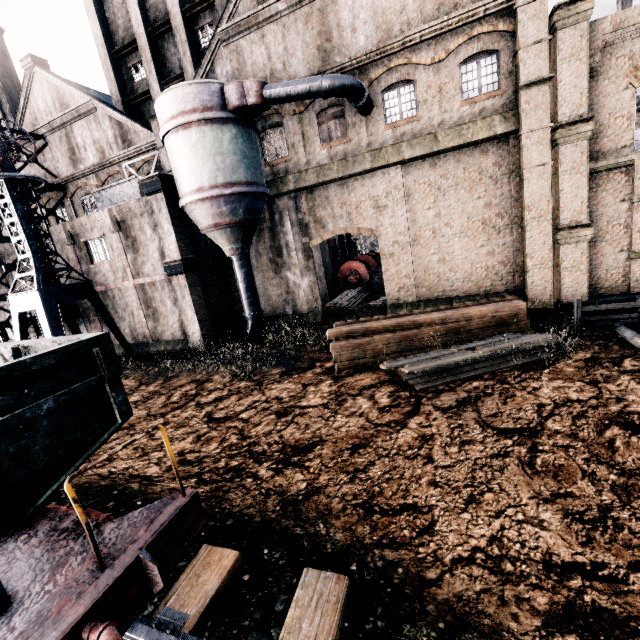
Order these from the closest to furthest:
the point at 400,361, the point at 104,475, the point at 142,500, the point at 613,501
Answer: the point at 613,501 → the point at 142,500 → the point at 104,475 → the point at 400,361

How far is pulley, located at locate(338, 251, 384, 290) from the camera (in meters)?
29.25

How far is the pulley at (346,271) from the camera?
29.2m

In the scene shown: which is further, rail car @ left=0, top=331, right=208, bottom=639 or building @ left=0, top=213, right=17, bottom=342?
building @ left=0, top=213, right=17, bottom=342

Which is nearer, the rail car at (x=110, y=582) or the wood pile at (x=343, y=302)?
the rail car at (x=110, y=582)

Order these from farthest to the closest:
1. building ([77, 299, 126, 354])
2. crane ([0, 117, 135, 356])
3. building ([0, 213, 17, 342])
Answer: building ([77, 299, 126, 354]), building ([0, 213, 17, 342]), crane ([0, 117, 135, 356])

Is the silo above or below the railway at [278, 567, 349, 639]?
above

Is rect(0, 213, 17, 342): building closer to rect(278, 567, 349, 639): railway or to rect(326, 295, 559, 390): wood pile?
rect(326, 295, 559, 390): wood pile
